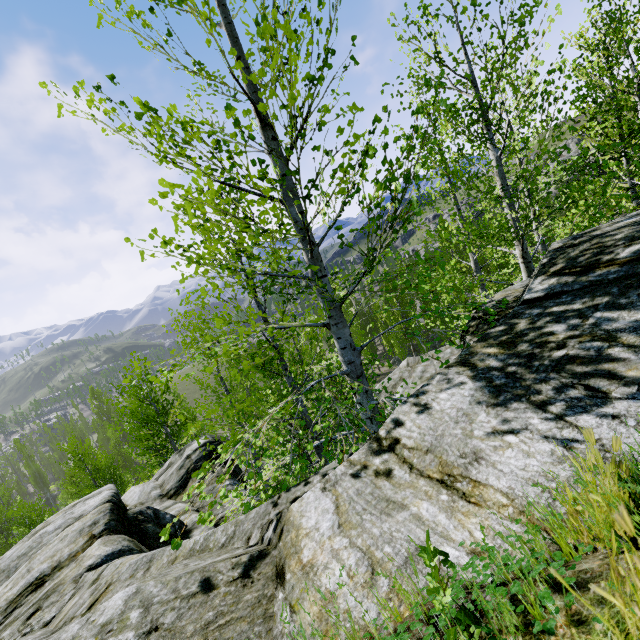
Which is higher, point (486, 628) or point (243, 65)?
point (243, 65)

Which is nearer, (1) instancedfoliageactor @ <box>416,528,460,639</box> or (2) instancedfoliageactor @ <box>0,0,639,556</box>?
(1) instancedfoliageactor @ <box>416,528,460,639</box>

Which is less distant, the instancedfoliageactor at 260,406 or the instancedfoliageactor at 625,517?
the instancedfoliageactor at 625,517

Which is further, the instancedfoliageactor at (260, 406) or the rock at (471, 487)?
the instancedfoliageactor at (260, 406)

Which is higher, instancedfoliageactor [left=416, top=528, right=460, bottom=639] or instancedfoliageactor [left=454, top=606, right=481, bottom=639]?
instancedfoliageactor [left=416, top=528, right=460, bottom=639]

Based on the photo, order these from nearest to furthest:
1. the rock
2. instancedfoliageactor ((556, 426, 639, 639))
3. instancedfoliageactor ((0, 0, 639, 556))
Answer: instancedfoliageactor ((556, 426, 639, 639))
the rock
instancedfoliageactor ((0, 0, 639, 556))

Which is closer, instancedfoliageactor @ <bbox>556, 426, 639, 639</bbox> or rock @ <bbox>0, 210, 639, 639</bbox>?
instancedfoliageactor @ <bbox>556, 426, 639, 639</bbox>
